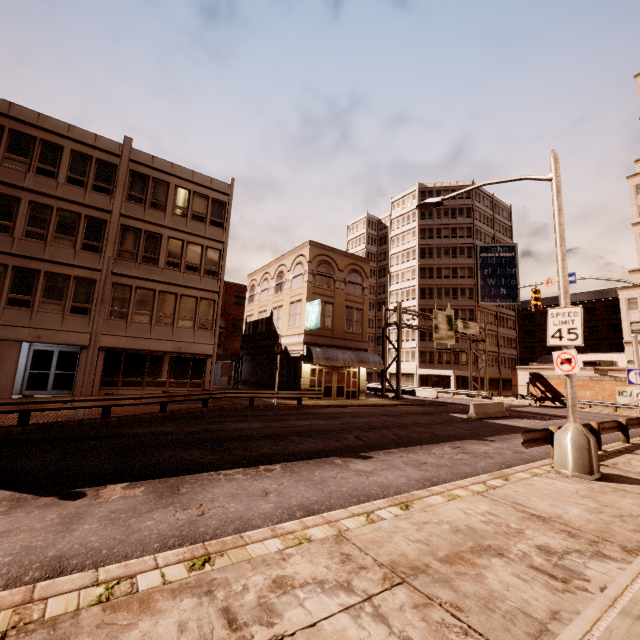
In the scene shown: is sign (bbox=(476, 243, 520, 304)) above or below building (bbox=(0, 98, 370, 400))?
above

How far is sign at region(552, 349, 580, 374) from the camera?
8.5 meters

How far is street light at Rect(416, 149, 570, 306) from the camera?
9.13m

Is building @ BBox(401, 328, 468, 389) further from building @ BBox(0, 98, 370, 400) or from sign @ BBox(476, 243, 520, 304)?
building @ BBox(0, 98, 370, 400)

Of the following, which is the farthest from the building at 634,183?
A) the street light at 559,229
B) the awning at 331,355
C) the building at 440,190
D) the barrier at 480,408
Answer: the street light at 559,229

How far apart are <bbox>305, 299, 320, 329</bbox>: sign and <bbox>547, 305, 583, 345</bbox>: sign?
16.9m

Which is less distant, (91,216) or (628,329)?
(91,216)

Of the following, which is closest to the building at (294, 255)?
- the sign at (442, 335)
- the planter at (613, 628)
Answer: the sign at (442, 335)
